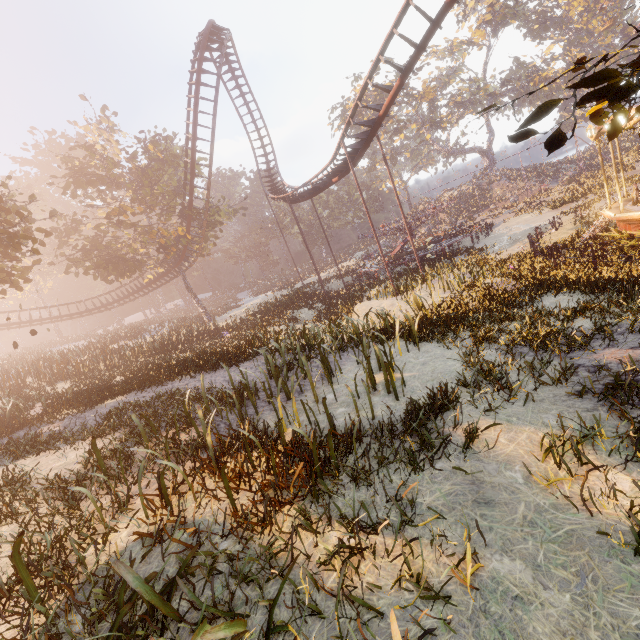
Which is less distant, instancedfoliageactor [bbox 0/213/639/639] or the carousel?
instancedfoliageactor [bbox 0/213/639/639]

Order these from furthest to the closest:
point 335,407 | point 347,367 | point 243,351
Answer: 1. point 243,351
2. point 347,367
3. point 335,407

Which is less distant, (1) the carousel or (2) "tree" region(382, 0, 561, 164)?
(1) the carousel

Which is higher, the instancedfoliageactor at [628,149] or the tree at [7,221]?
the tree at [7,221]

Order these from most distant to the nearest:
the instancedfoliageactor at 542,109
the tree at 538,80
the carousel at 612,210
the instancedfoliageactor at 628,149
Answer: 1. the tree at 538,80
2. the instancedfoliageactor at 628,149
3. the carousel at 612,210
4. the instancedfoliageactor at 542,109

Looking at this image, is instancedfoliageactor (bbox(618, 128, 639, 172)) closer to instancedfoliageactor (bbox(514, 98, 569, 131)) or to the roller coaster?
instancedfoliageactor (bbox(514, 98, 569, 131))

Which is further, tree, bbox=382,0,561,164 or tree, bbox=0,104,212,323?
tree, bbox=382,0,561,164

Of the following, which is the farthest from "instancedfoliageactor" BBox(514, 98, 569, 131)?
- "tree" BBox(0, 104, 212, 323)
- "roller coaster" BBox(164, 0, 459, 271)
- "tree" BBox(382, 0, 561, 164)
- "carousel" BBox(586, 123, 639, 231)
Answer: "tree" BBox(382, 0, 561, 164)
